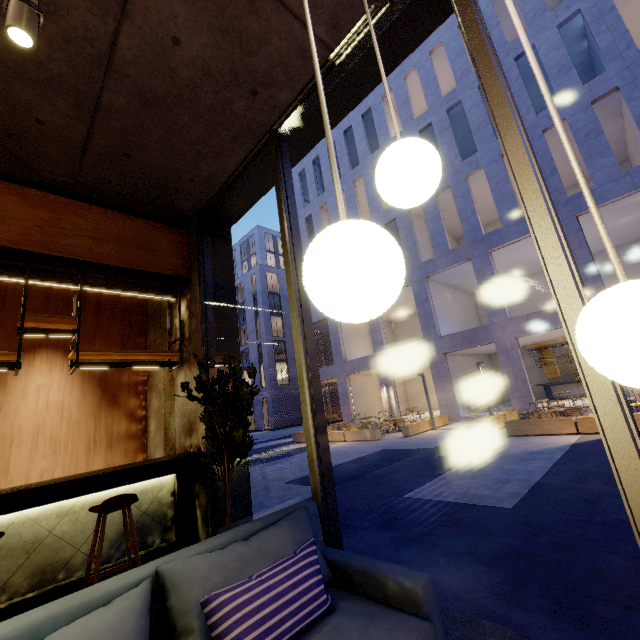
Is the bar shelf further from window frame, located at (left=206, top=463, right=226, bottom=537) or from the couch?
the couch

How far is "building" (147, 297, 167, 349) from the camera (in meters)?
5.52

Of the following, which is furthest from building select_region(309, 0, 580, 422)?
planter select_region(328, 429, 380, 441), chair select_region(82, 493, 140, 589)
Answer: chair select_region(82, 493, 140, 589)

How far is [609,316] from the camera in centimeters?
56cm

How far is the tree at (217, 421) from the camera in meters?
2.7

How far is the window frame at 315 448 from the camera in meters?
2.6 m

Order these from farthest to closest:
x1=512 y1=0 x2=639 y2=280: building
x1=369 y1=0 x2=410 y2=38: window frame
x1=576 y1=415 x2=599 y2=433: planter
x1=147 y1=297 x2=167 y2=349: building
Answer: x1=512 y1=0 x2=639 y2=280: building
x1=576 y1=415 x2=599 y2=433: planter
x1=147 y1=297 x2=167 y2=349: building
x1=369 y1=0 x2=410 y2=38: window frame

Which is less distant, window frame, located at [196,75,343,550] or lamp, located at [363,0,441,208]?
lamp, located at [363,0,441,208]
